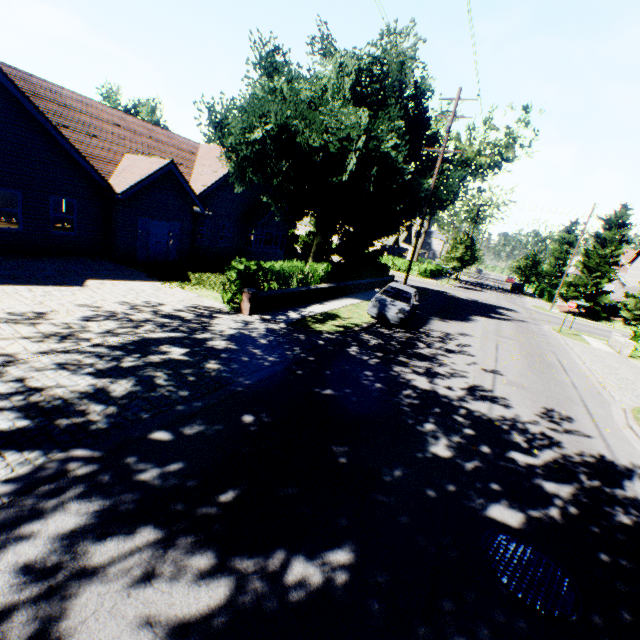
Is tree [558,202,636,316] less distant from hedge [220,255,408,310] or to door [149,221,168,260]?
hedge [220,255,408,310]

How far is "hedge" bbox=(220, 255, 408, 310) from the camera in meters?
11.9

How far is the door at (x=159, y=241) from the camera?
17.3 meters

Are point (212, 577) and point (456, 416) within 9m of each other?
yes

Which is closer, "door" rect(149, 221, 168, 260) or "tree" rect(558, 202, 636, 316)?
"door" rect(149, 221, 168, 260)

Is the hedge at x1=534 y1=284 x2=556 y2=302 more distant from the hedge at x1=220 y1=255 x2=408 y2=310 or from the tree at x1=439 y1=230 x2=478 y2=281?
the hedge at x1=220 y1=255 x2=408 y2=310

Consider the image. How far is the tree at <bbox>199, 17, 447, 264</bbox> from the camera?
15.0m

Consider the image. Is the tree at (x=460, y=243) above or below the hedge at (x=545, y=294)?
above
